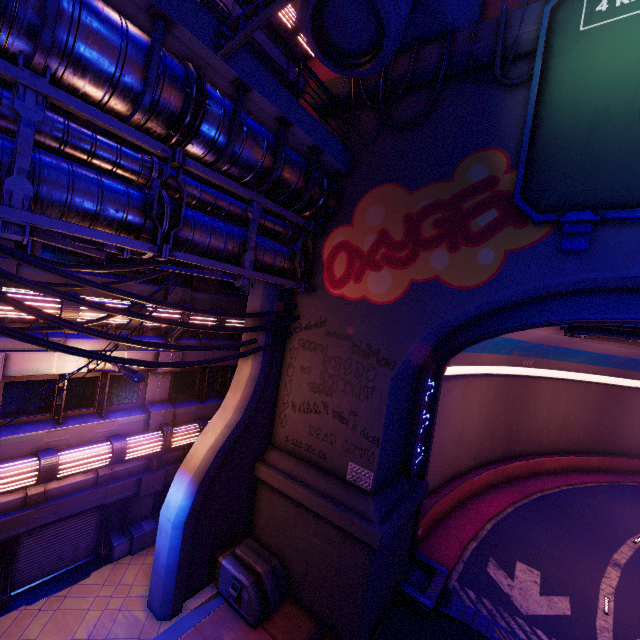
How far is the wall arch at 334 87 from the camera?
11.58m

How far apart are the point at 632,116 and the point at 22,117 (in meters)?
11.55

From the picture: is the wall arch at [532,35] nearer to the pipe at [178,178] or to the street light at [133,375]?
the pipe at [178,178]

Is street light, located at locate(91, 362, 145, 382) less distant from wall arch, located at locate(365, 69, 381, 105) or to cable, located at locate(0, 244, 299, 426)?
cable, located at locate(0, 244, 299, 426)

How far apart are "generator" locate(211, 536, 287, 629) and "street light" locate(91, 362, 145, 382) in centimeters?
701cm

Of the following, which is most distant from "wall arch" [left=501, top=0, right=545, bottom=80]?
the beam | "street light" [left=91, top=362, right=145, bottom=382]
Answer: "street light" [left=91, top=362, right=145, bottom=382]

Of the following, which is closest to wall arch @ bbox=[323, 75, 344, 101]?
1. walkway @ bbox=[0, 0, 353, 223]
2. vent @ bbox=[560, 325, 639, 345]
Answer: walkway @ bbox=[0, 0, 353, 223]

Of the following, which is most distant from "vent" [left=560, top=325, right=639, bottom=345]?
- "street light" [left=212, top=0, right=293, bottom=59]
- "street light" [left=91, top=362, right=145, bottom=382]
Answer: "street light" [left=91, top=362, right=145, bottom=382]
